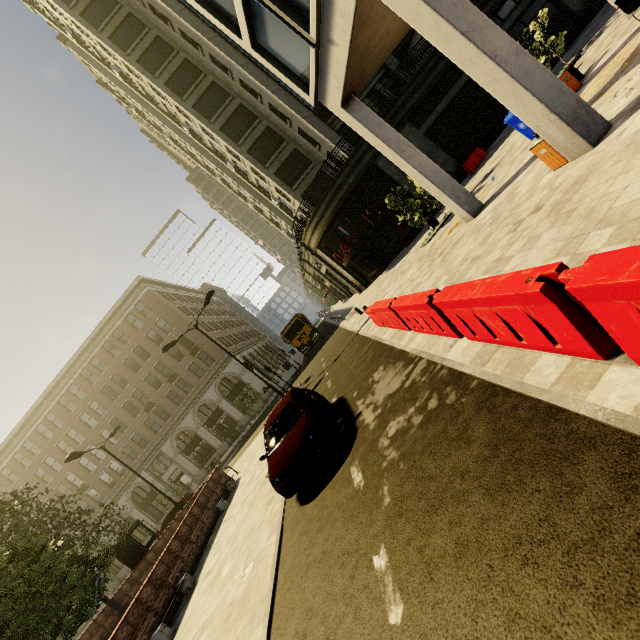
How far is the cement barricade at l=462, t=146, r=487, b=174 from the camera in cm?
1997

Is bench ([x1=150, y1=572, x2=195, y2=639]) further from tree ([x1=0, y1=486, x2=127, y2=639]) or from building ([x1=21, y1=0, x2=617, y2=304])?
building ([x1=21, y1=0, x2=617, y2=304])

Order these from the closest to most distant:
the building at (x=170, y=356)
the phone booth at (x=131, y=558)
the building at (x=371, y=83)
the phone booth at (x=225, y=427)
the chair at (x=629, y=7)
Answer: the building at (x=371, y=83) → the chair at (x=629, y=7) → the phone booth at (x=131, y=558) → the phone booth at (x=225, y=427) → the building at (x=170, y=356)

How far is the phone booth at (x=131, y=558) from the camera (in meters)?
16.58

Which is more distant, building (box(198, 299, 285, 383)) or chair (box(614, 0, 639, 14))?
building (box(198, 299, 285, 383))

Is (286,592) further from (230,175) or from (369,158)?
A: (230,175)

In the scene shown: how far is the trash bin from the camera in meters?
11.1

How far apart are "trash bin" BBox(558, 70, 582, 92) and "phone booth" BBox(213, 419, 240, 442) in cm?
3644
